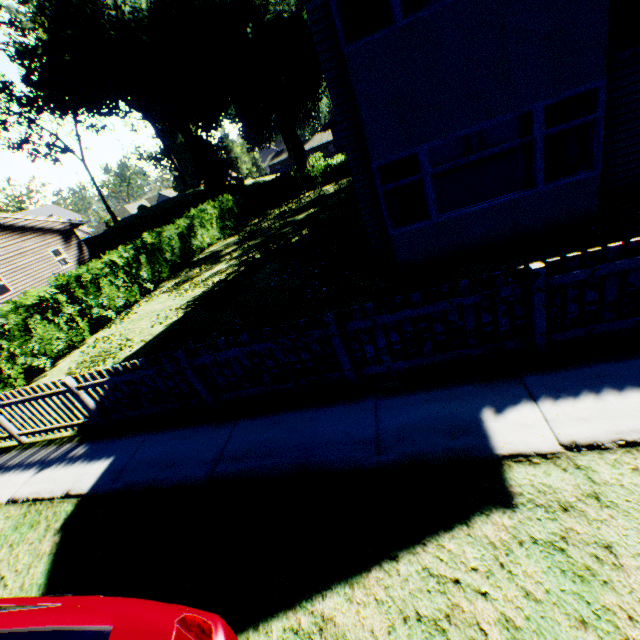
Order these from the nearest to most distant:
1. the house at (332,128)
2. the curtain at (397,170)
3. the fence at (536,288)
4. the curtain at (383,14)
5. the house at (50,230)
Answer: the fence at (536,288) < the curtain at (383,14) < the curtain at (397,170) < the house at (50,230) < the house at (332,128)

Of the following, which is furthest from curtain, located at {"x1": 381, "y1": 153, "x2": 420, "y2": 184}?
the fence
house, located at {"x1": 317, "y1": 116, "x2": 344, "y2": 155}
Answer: house, located at {"x1": 317, "y1": 116, "x2": 344, "y2": 155}

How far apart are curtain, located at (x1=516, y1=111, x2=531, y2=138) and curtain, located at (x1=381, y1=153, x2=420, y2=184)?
1.9m

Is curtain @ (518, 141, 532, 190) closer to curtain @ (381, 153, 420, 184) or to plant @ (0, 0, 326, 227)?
curtain @ (381, 153, 420, 184)

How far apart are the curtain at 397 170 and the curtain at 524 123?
1.86m

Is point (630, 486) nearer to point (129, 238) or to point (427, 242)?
point (427, 242)

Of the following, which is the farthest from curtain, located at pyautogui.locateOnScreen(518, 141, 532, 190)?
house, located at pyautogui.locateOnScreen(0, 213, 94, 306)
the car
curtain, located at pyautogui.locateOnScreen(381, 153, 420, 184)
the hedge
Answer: house, located at pyautogui.locateOnScreen(0, 213, 94, 306)

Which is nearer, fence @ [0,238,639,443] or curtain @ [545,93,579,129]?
fence @ [0,238,639,443]
